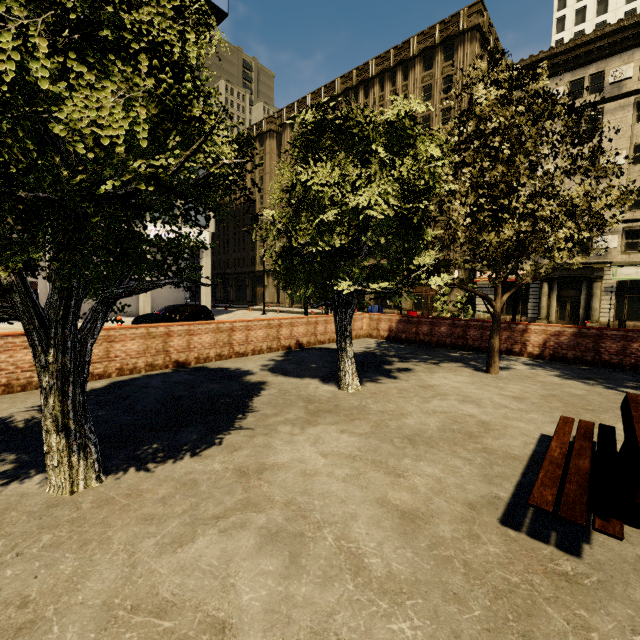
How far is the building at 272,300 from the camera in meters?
48.1

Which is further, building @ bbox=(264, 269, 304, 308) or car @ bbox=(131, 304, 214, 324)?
building @ bbox=(264, 269, 304, 308)

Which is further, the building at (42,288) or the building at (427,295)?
the building at (427,295)

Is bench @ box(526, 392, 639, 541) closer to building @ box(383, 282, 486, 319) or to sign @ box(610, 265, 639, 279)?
building @ box(383, 282, 486, 319)

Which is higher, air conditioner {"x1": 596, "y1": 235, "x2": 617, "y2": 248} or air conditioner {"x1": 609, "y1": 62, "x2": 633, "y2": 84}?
air conditioner {"x1": 609, "y1": 62, "x2": 633, "y2": 84}

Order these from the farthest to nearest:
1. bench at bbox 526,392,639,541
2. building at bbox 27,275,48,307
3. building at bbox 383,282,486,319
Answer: building at bbox 383,282,486,319 < building at bbox 27,275,48,307 < bench at bbox 526,392,639,541

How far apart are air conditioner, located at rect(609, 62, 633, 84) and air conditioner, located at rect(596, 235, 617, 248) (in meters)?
11.03

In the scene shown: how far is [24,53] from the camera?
1.85m
